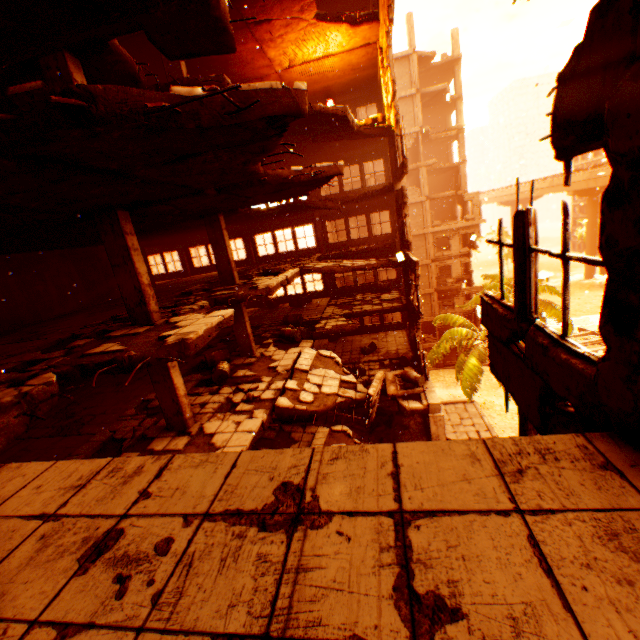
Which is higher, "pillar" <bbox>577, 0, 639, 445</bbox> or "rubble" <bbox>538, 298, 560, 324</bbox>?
"pillar" <bbox>577, 0, 639, 445</bbox>

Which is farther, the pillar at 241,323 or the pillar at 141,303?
the pillar at 241,323

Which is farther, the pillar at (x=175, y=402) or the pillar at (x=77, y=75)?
the pillar at (x=175, y=402)

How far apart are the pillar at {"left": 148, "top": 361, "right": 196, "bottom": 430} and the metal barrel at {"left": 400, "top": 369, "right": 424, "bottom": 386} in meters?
8.8

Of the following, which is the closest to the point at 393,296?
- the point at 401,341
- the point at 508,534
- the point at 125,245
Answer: the point at 401,341

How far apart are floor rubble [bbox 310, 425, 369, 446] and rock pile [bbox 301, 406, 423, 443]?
0.91m

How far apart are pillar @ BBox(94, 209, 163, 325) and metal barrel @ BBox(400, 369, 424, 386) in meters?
10.1 m

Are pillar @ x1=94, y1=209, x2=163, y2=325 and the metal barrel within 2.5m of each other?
no
